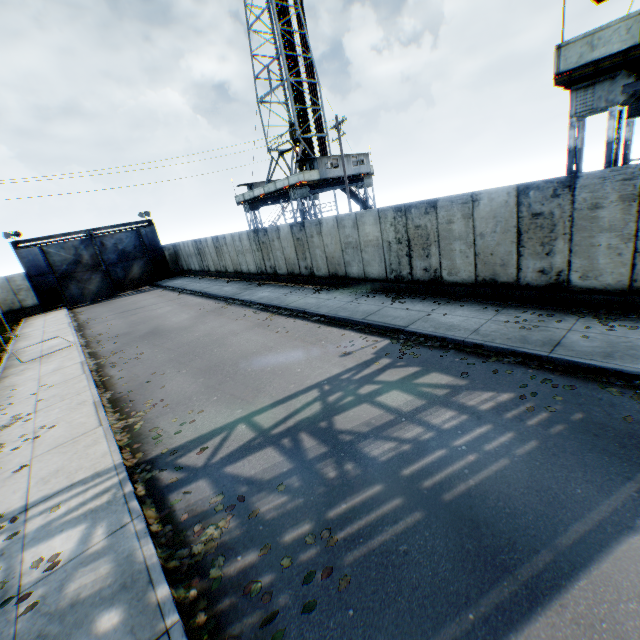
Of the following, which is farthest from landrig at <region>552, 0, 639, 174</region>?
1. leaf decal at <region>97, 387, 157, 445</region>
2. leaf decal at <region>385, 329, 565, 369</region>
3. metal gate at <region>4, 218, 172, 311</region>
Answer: metal gate at <region>4, 218, 172, 311</region>

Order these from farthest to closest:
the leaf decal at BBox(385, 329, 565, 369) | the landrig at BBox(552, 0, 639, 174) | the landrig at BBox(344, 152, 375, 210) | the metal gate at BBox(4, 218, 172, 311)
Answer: the landrig at BBox(344, 152, 375, 210) < the metal gate at BBox(4, 218, 172, 311) < the landrig at BBox(552, 0, 639, 174) < the leaf decal at BBox(385, 329, 565, 369)

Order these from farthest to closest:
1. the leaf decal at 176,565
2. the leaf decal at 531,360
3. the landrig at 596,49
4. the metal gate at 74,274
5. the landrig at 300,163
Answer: the landrig at 300,163, the metal gate at 74,274, the landrig at 596,49, the leaf decal at 531,360, the leaf decal at 176,565

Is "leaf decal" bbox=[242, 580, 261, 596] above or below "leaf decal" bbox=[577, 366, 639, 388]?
below

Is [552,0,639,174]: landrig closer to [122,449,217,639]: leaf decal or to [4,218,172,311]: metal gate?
[122,449,217,639]: leaf decal

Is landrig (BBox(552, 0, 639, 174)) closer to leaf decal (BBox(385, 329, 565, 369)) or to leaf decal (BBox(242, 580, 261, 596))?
leaf decal (BBox(385, 329, 565, 369))

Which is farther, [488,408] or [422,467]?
[488,408]

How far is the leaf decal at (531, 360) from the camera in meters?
6.9
